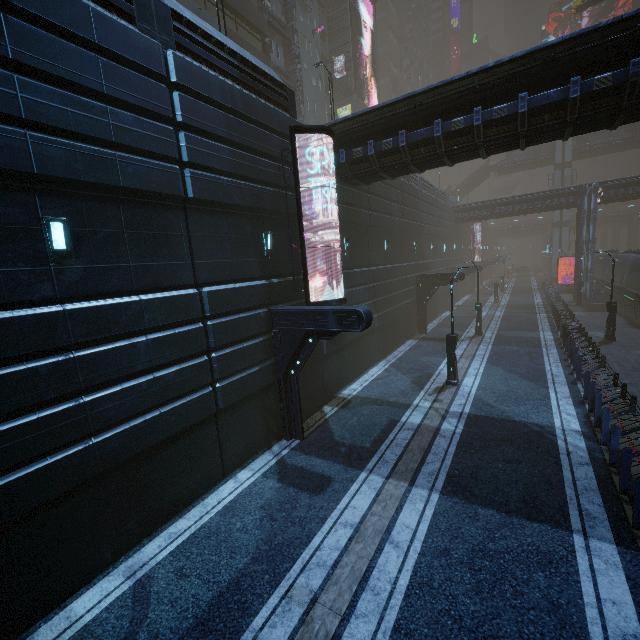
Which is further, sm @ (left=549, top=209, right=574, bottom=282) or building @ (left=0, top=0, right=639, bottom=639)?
sm @ (left=549, top=209, right=574, bottom=282)

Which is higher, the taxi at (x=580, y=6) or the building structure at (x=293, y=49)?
the taxi at (x=580, y=6)

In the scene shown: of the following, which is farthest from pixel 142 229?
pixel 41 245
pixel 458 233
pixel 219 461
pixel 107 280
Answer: pixel 458 233

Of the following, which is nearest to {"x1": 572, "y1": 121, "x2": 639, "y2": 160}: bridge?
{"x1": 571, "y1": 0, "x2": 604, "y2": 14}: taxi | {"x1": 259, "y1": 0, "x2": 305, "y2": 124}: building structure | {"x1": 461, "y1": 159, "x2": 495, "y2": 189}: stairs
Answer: {"x1": 461, "y1": 159, "x2": 495, "y2": 189}: stairs

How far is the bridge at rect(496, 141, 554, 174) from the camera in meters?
52.4 m

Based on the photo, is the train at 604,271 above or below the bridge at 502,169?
below

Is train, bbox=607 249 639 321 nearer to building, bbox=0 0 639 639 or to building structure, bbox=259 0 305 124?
building, bbox=0 0 639 639

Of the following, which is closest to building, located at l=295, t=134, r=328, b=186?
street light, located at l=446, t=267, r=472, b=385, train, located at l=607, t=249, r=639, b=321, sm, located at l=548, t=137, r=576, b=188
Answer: train, located at l=607, t=249, r=639, b=321
